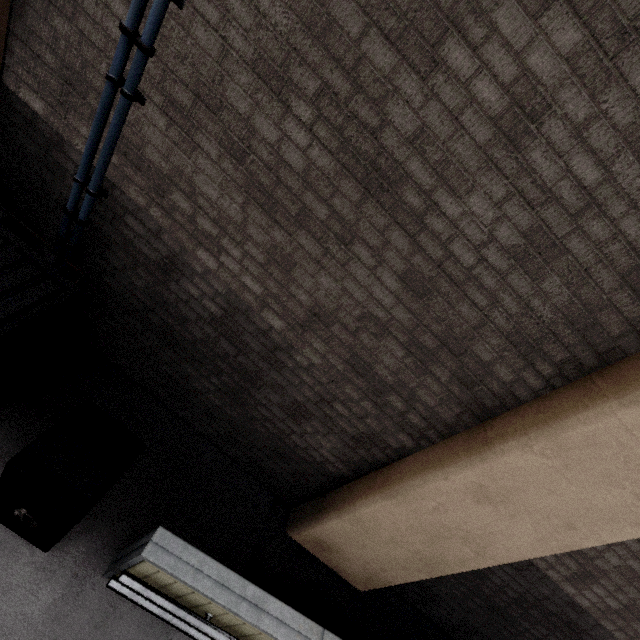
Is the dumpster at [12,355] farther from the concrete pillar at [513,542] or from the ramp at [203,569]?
the concrete pillar at [513,542]

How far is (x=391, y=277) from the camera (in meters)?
2.39

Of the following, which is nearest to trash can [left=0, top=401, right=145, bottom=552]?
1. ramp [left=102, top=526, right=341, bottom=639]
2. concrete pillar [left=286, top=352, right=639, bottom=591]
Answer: ramp [left=102, top=526, right=341, bottom=639]

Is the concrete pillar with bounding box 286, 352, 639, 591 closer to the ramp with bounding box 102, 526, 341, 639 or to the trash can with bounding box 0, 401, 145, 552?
the ramp with bounding box 102, 526, 341, 639

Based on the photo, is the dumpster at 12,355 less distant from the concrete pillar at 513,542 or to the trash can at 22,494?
the trash can at 22,494

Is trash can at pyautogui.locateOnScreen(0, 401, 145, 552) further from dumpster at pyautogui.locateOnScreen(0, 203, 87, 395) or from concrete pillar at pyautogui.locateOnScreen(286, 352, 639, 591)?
concrete pillar at pyautogui.locateOnScreen(286, 352, 639, 591)

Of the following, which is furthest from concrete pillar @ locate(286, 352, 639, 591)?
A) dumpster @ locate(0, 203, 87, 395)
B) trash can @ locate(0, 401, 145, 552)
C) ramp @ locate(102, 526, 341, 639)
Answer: dumpster @ locate(0, 203, 87, 395)
